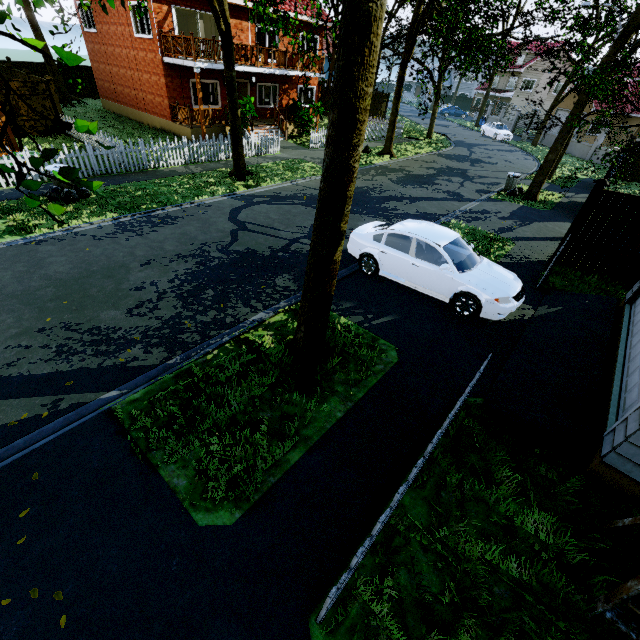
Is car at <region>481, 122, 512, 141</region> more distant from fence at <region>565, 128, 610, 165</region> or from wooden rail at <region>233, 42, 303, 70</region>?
wooden rail at <region>233, 42, 303, 70</region>

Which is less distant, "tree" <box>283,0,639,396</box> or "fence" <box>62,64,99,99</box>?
"tree" <box>283,0,639,396</box>

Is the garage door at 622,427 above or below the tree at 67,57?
below

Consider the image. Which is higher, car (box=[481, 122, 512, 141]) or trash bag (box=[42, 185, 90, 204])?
car (box=[481, 122, 512, 141])

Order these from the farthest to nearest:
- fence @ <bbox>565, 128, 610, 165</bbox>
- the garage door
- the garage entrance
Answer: fence @ <bbox>565, 128, 610, 165</bbox>
the garage entrance
the garage door

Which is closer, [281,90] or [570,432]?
[570,432]

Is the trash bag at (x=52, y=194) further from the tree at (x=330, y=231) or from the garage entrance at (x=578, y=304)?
the garage entrance at (x=578, y=304)

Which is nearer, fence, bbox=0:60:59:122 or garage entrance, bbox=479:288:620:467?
garage entrance, bbox=479:288:620:467
